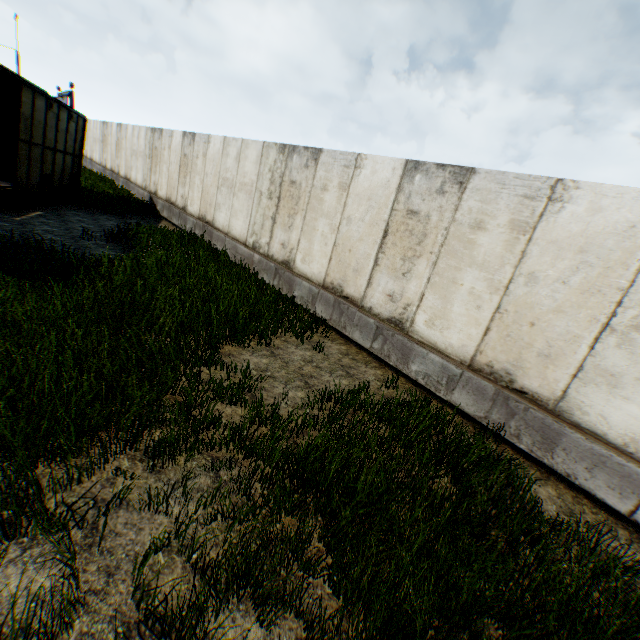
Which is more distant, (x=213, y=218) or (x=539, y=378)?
(x=213, y=218)
